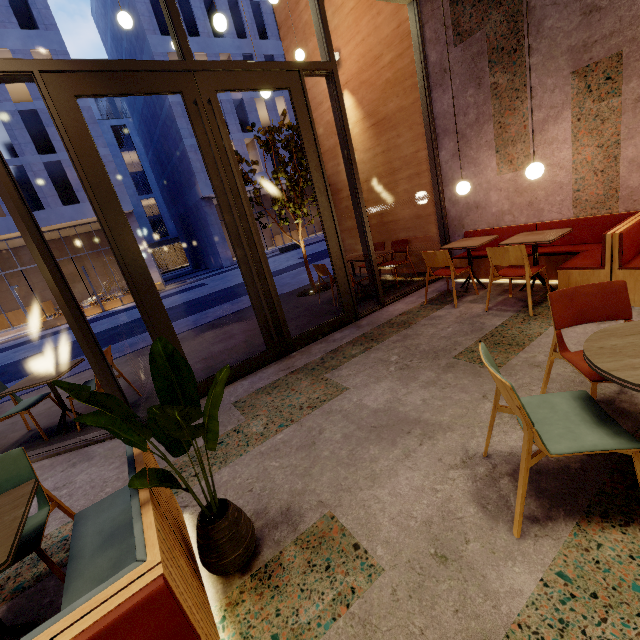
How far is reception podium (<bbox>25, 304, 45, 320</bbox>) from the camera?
25.0 meters

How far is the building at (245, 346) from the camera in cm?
502

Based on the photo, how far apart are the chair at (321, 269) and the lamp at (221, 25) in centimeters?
375cm

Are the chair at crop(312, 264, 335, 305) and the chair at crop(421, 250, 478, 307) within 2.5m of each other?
yes

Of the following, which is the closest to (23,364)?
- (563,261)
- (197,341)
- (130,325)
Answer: (130,325)

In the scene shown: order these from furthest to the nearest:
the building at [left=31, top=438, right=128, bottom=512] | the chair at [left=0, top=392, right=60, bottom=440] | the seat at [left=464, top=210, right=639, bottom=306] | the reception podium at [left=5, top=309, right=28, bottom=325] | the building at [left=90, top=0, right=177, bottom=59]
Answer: the reception podium at [left=5, top=309, right=28, bottom=325]
the building at [left=90, top=0, right=177, bottom=59]
the chair at [left=0, top=392, right=60, bottom=440]
the seat at [left=464, top=210, right=639, bottom=306]
the building at [left=31, top=438, right=128, bottom=512]

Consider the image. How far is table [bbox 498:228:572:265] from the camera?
3.94m

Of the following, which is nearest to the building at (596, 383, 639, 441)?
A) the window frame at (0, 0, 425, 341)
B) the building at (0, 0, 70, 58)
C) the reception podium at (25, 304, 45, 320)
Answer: the window frame at (0, 0, 425, 341)
